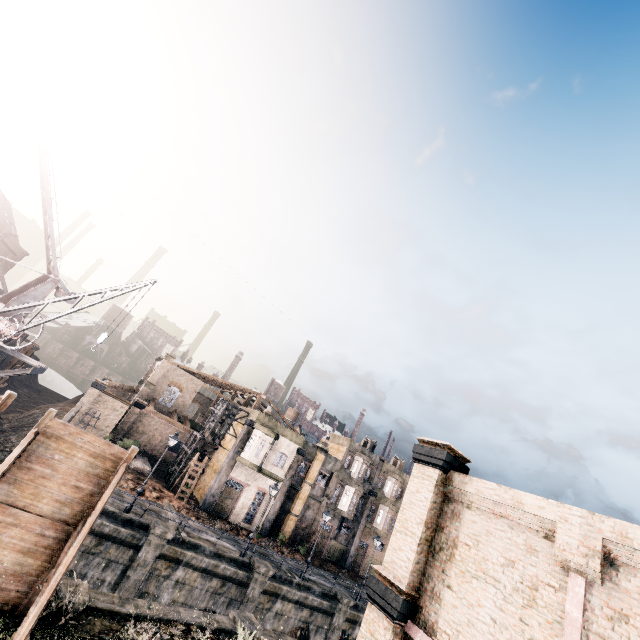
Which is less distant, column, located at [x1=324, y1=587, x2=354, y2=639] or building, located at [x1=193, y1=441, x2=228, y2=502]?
column, located at [x1=324, y1=587, x2=354, y2=639]

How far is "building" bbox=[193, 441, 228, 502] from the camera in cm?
3519

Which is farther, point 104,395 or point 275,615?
point 104,395

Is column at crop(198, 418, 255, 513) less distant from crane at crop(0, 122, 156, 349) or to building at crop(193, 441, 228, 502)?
building at crop(193, 441, 228, 502)

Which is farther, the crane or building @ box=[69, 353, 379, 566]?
building @ box=[69, 353, 379, 566]

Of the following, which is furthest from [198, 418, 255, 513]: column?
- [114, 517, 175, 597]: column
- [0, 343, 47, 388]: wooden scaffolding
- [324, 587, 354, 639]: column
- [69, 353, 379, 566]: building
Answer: [0, 343, 47, 388]: wooden scaffolding

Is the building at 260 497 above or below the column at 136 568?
above

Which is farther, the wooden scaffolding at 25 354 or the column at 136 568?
the wooden scaffolding at 25 354
